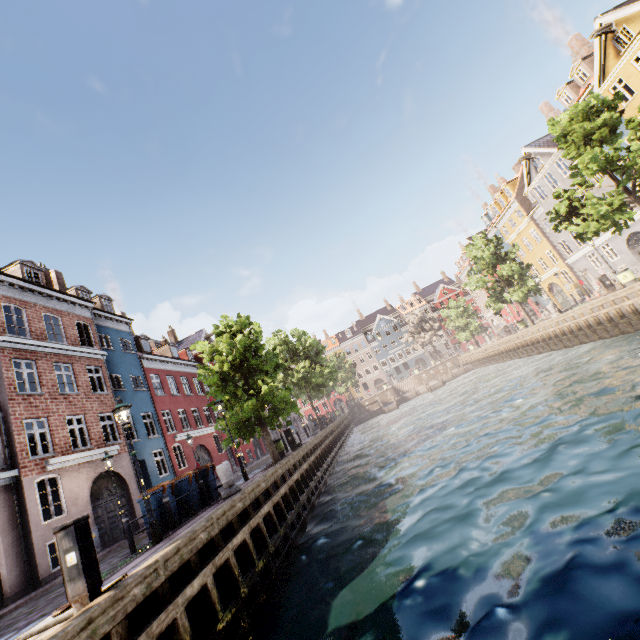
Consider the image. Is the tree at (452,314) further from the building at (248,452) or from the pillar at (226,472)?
the building at (248,452)

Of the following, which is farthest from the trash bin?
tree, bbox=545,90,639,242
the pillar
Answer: the pillar

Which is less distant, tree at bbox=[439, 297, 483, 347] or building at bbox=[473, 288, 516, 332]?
tree at bbox=[439, 297, 483, 347]

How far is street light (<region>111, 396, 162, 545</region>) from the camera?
8.2m

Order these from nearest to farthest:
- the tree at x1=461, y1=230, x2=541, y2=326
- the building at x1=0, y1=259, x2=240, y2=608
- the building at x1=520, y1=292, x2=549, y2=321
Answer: the building at x1=0, y1=259, x2=240, y2=608 < the tree at x1=461, y1=230, x2=541, y2=326 < the building at x1=520, y1=292, x2=549, y2=321

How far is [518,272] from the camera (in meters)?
29.33

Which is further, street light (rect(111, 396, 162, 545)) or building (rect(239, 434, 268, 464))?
building (rect(239, 434, 268, 464))

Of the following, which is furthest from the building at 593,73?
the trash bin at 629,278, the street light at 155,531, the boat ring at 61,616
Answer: the trash bin at 629,278
